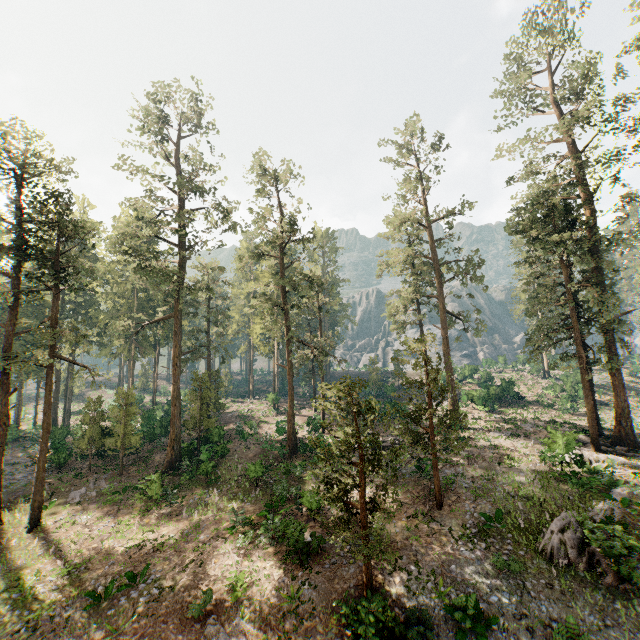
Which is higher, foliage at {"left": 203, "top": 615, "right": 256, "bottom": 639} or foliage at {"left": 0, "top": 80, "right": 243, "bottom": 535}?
foliage at {"left": 0, "top": 80, "right": 243, "bottom": 535}

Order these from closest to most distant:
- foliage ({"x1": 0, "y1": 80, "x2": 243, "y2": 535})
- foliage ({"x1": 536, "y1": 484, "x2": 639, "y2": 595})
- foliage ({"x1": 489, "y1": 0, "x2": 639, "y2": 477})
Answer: foliage ({"x1": 536, "y1": 484, "x2": 639, "y2": 595}) < foliage ({"x1": 0, "y1": 80, "x2": 243, "y2": 535}) < foliage ({"x1": 489, "y1": 0, "x2": 639, "y2": 477})

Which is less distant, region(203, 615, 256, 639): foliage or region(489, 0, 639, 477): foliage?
region(203, 615, 256, 639): foliage

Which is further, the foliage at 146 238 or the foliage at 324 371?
the foliage at 146 238

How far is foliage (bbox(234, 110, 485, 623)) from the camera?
13.3m

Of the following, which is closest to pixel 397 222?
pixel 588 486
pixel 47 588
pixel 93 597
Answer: pixel 588 486

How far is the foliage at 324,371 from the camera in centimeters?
1327cm
